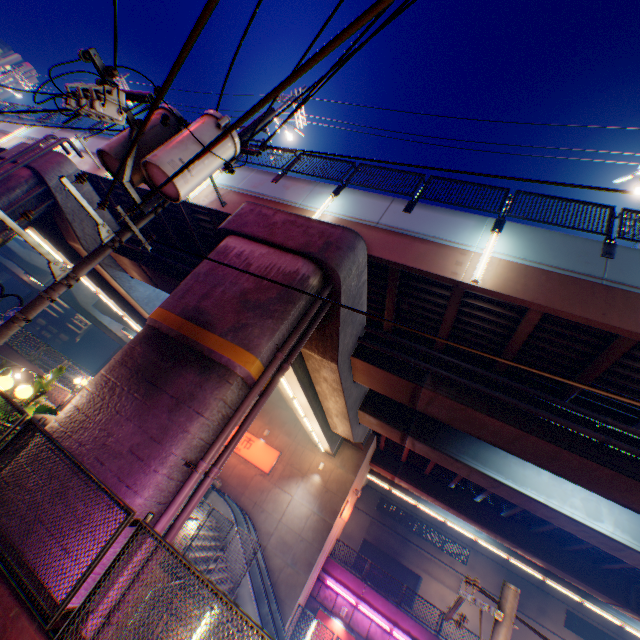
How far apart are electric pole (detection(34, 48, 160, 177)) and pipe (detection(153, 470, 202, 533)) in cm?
321

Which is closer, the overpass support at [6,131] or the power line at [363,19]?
the power line at [363,19]

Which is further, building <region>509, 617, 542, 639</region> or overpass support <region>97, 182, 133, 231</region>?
building <region>509, 617, 542, 639</region>

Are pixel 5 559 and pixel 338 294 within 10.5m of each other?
yes

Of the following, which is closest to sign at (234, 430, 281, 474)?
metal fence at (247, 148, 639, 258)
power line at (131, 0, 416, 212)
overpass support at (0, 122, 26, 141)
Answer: overpass support at (0, 122, 26, 141)

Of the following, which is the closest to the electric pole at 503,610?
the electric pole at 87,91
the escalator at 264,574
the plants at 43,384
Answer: Result: the electric pole at 87,91

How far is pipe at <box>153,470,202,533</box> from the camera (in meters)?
5.59

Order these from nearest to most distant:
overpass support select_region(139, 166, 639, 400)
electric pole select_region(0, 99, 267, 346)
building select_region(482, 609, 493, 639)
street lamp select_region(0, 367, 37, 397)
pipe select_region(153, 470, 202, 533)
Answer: electric pole select_region(0, 99, 267, 346) → pipe select_region(153, 470, 202, 533) → street lamp select_region(0, 367, 37, 397) → overpass support select_region(139, 166, 639, 400) → building select_region(482, 609, 493, 639)
